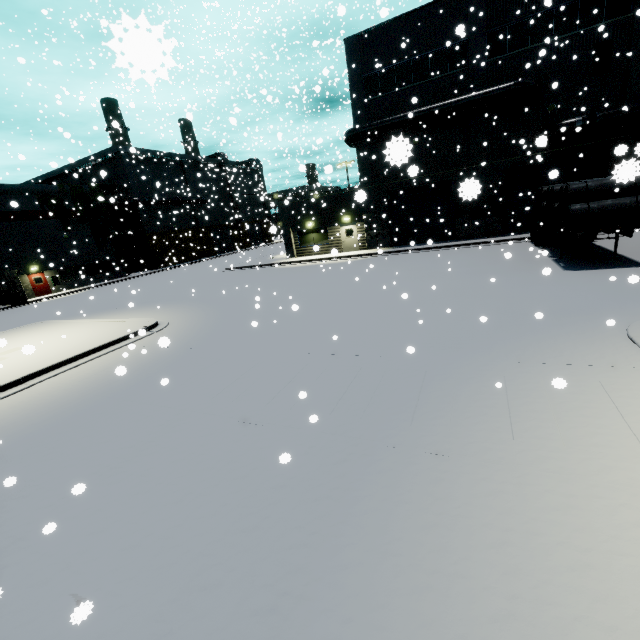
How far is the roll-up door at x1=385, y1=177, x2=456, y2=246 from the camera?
23.9 meters

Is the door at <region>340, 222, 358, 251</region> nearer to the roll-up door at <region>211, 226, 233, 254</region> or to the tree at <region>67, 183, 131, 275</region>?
the roll-up door at <region>211, 226, 233, 254</region>

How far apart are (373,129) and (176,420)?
24.0 meters

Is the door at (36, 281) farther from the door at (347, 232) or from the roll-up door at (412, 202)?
the door at (347, 232)

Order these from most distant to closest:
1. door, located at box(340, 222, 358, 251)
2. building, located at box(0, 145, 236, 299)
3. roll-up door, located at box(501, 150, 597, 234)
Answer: building, located at box(0, 145, 236, 299), door, located at box(340, 222, 358, 251), roll-up door, located at box(501, 150, 597, 234)

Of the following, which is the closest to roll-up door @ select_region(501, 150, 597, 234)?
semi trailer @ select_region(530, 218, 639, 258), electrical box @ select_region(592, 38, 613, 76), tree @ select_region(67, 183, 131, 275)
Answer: semi trailer @ select_region(530, 218, 639, 258)

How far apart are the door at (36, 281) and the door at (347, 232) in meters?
30.9 m

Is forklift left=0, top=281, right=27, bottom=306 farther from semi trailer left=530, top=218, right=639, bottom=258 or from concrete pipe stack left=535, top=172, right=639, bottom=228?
concrete pipe stack left=535, top=172, right=639, bottom=228
